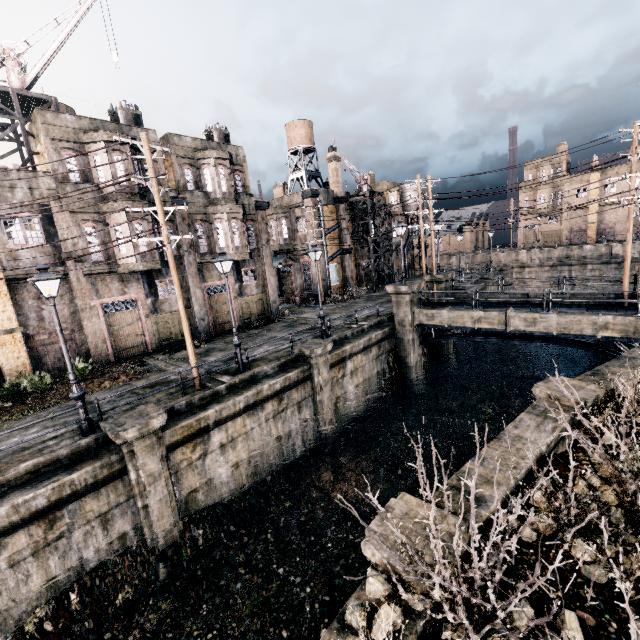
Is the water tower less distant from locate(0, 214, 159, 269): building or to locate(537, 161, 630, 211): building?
locate(0, 214, 159, 269): building

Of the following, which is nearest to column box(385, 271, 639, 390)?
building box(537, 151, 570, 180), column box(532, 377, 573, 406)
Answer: column box(532, 377, 573, 406)

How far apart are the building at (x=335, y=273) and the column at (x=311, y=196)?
0.0 meters

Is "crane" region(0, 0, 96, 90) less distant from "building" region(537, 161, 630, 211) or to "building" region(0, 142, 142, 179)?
"building" region(0, 142, 142, 179)

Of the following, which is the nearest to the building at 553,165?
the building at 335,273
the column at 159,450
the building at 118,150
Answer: the building at 335,273

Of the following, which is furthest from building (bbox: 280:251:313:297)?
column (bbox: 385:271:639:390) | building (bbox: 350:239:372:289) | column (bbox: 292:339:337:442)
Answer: column (bbox: 292:339:337:442)

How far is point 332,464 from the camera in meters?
16.1 m

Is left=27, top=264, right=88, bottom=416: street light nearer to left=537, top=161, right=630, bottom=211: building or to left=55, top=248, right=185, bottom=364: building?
left=55, top=248, right=185, bottom=364: building
